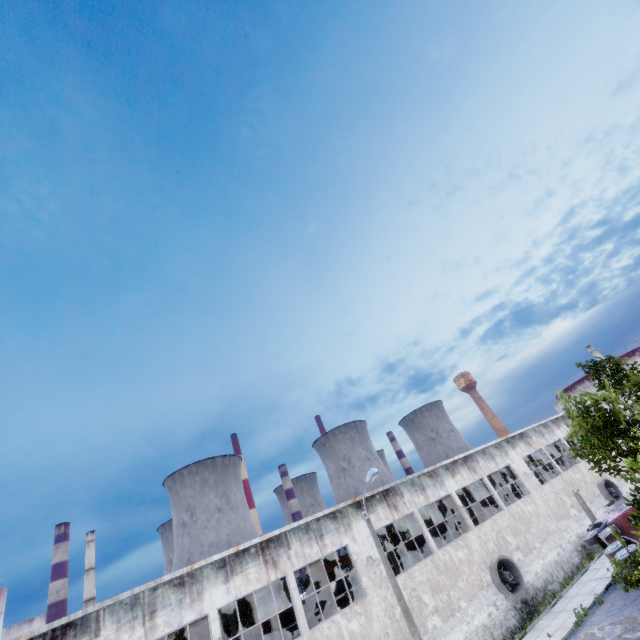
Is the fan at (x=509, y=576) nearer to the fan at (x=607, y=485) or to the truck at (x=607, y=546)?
the truck at (x=607, y=546)

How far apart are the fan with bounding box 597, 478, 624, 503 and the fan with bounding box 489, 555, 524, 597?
15.7m

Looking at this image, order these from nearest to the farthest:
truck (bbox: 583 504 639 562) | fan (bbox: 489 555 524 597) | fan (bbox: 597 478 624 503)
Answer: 1. truck (bbox: 583 504 639 562)
2. fan (bbox: 489 555 524 597)
3. fan (bbox: 597 478 624 503)

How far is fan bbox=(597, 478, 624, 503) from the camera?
30.0m

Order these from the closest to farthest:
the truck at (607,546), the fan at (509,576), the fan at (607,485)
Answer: the truck at (607,546) → the fan at (509,576) → the fan at (607,485)

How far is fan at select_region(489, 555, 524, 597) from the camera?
20.7 meters

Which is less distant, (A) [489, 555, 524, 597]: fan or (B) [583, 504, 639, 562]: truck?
(B) [583, 504, 639, 562]: truck

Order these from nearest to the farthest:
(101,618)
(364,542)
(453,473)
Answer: (101,618)
(364,542)
(453,473)
